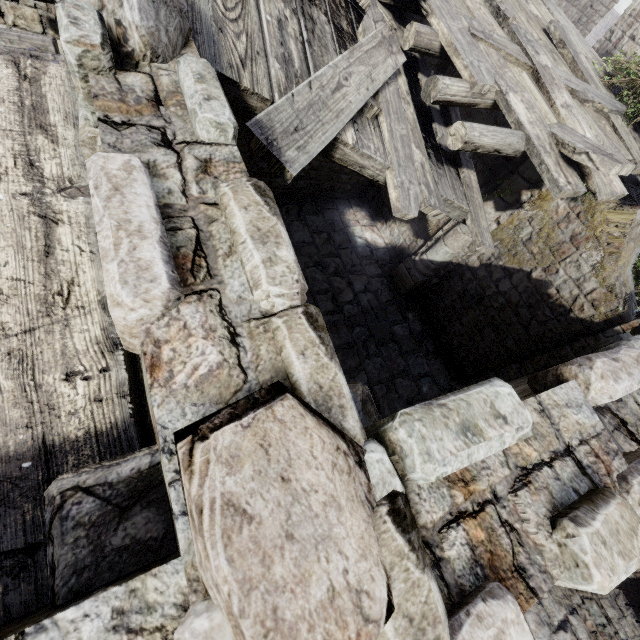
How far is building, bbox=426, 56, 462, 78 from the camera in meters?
9.3

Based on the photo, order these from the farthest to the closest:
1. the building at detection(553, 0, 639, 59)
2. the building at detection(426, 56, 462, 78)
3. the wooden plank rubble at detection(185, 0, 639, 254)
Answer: the building at detection(553, 0, 639, 59), the building at detection(426, 56, 462, 78), the wooden plank rubble at detection(185, 0, 639, 254)

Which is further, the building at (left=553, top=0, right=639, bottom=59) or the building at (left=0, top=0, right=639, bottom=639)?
the building at (left=553, top=0, right=639, bottom=59)

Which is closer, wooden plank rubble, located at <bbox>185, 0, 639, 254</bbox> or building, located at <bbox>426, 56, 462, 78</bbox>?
wooden plank rubble, located at <bbox>185, 0, 639, 254</bbox>

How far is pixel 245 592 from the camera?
0.73m

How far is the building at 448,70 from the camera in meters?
9.3
